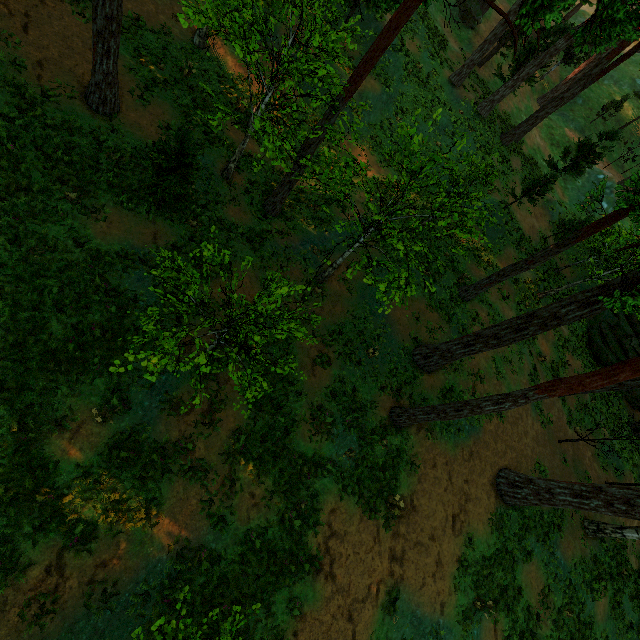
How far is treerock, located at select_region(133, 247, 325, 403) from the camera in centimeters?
639cm

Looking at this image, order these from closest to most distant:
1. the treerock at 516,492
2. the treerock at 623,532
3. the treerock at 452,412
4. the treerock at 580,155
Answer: the treerock at 452,412, the treerock at 516,492, the treerock at 623,532, the treerock at 580,155

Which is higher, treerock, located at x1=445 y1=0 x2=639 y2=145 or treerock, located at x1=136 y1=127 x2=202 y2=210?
treerock, located at x1=445 y1=0 x2=639 y2=145

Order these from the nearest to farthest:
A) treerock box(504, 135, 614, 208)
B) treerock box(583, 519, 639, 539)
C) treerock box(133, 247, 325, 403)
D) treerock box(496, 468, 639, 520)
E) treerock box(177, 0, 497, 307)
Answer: treerock box(133, 247, 325, 403), treerock box(177, 0, 497, 307), treerock box(496, 468, 639, 520), treerock box(583, 519, 639, 539), treerock box(504, 135, 614, 208)

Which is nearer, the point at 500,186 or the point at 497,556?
the point at 497,556

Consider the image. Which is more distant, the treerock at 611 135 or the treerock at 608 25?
the treerock at 611 135
